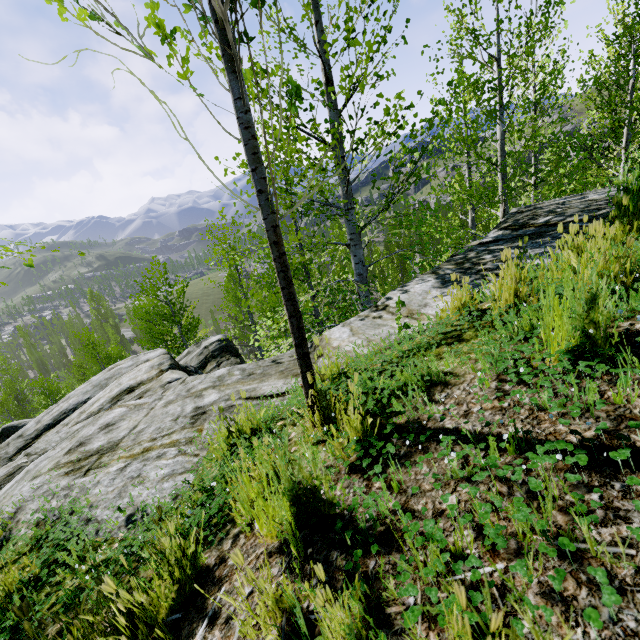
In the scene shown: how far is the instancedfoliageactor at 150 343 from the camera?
16.50m

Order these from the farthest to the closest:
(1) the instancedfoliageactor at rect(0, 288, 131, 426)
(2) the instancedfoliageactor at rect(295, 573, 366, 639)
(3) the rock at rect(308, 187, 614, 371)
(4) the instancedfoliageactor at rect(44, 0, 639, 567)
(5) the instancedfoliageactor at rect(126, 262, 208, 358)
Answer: (1) the instancedfoliageactor at rect(0, 288, 131, 426) → (5) the instancedfoliageactor at rect(126, 262, 208, 358) → (3) the rock at rect(308, 187, 614, 371) → (4) the instancedfoliageactor at rect(44, 0, 639, 567) → (2) the instancedfoliageactor at rect(295, 573, 366, 639)

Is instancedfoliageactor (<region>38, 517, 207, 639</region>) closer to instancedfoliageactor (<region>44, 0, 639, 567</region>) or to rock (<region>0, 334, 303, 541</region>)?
rock (<region>0, 334, 303, 541</region>)

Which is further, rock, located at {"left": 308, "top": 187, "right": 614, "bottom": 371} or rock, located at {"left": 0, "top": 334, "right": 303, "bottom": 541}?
rock, located at {"left": 308, "top": 187, "right": 614, "bottom": 371}

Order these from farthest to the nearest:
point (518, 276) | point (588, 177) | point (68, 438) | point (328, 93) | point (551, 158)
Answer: point (551, 158), point (588, 177), point (328, 93), point (68, 438), point (518, 276)

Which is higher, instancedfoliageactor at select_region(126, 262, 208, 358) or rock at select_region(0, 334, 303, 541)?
rock at select_region(0, 334, 303, 541)

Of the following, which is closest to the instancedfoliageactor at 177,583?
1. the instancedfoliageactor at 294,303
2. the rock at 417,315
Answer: the rock at 417,315
